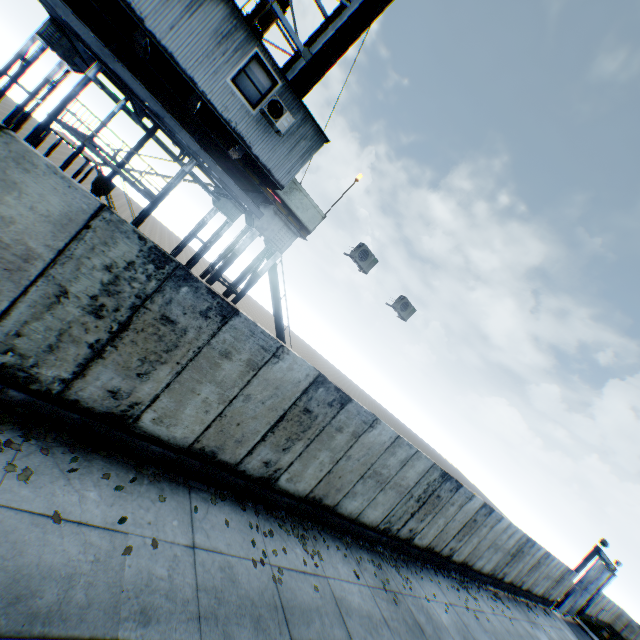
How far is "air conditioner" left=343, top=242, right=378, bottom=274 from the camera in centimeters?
1006cm

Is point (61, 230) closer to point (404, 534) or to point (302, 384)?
point (302, 384)

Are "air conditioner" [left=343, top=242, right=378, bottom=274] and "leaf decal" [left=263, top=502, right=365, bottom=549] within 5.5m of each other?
no

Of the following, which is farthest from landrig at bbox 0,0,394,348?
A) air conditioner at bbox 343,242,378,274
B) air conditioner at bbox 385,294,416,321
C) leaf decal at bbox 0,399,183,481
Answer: leaf decal at bbox 0,399,183,481

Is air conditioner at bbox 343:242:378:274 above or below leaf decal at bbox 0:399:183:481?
above

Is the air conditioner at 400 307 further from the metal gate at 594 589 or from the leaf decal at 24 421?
the metal gate at 594 589

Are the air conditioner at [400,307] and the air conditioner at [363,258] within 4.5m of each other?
yes

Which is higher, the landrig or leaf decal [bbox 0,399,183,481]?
the landrig
